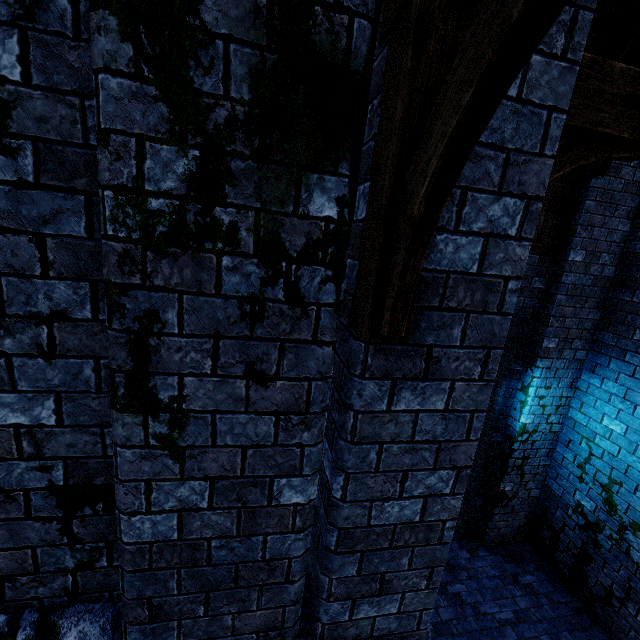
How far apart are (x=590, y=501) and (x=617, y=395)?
2.0m
